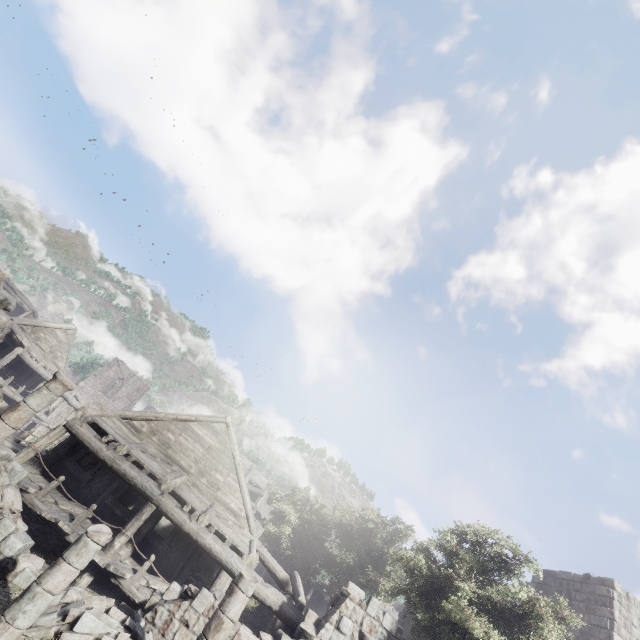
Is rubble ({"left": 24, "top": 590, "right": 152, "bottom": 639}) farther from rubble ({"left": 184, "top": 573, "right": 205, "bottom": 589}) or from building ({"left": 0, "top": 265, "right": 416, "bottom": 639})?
rubble ({"left": 184, "top": 573, "right": 205, "bottom": 589})

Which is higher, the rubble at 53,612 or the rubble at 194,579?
the rubble at 194,579

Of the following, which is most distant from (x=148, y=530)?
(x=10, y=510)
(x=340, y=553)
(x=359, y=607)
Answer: (x=340, y=553)

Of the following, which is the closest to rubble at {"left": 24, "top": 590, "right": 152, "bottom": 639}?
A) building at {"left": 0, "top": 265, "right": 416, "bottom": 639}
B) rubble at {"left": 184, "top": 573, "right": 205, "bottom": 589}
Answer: building at {"left": 0, "top": 265, "right": 416, "bottom": 639}

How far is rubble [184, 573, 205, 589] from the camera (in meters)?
15.08

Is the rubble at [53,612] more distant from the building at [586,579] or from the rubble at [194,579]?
the rubble at [194,579]

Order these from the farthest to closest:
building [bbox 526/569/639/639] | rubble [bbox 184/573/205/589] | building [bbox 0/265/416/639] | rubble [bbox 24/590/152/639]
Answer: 1. rubble [bbox 184/573/205/589]
2. building [bbox 526/569/639/639]
3. building [bbox 0/265/416/639]
4. rubble [bbox 24/590/152/639]
